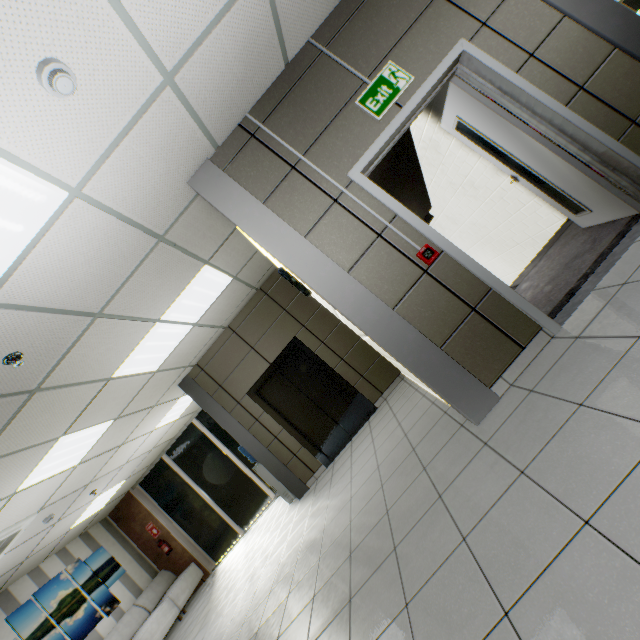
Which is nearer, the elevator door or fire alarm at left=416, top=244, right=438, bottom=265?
fire alarm at left=416, top=244, right=438, bottom=265

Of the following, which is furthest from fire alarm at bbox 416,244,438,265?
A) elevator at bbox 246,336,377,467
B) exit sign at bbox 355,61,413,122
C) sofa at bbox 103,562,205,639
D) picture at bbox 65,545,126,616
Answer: picture at bbox 65,545,126,616

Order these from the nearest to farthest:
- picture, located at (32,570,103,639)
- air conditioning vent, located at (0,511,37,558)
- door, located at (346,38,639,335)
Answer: door, located at (346,38,639,335) → air conditioning vent, located at (0,511,37,558) → picture, located at (32,570,103,639)

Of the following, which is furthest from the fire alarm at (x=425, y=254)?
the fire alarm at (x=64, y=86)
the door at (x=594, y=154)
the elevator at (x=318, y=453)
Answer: the elevator at (x=318, y=453)

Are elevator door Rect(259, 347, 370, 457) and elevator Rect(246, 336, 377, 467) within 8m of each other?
yes

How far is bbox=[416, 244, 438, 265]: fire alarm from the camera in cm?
268

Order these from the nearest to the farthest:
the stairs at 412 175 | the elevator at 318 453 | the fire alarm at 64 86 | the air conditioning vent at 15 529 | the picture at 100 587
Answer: the fire alarm at 64 86 < the air conditioning vent at 15 529 < the stairs at 412 175 < the elevator at 318 453 < the picture at 100 587

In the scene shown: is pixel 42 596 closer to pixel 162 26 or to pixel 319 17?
pixel 162 26
